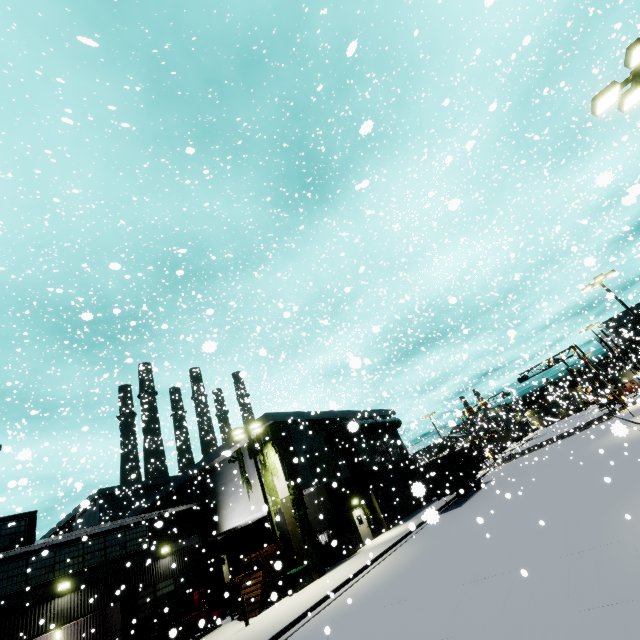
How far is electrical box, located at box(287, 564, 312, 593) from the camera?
18.4m

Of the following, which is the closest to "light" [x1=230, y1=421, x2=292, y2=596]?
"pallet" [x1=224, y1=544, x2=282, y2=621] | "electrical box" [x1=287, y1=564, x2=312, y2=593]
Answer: "electrical box" [x1=287, y1=564, x2=312, y2=593]

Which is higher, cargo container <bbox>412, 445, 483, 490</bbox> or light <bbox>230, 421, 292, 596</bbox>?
light <bbox>230, 421, 292, 596</bbox>

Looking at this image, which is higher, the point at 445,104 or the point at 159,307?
the point at 159,307

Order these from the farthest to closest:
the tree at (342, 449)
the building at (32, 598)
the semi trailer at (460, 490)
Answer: the tree at (342, 449) → the semi trailer at (460, 490) → the building at (32, 598)

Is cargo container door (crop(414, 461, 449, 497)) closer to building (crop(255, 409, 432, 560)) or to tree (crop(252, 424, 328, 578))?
building (crop(255, 409, 432, 560))

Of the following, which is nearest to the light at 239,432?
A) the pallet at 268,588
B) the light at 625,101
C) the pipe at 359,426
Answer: the pallet at 268,588

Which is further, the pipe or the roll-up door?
the roll-up door
